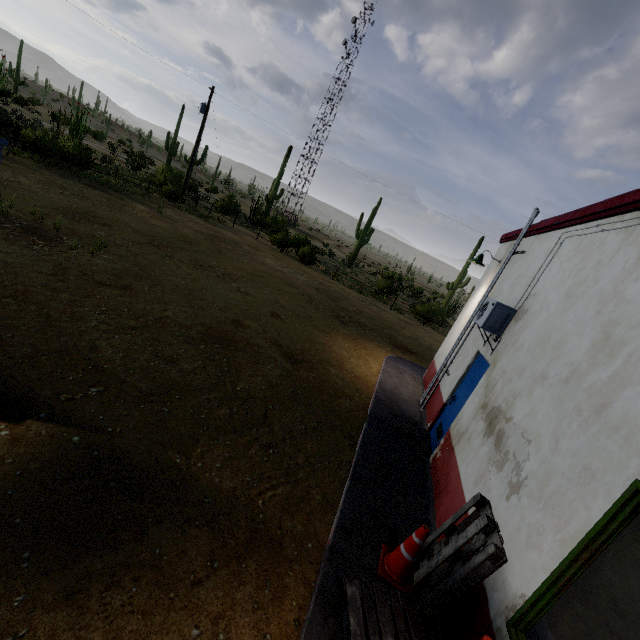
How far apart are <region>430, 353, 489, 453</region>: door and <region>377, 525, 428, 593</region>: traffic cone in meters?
2.7 m

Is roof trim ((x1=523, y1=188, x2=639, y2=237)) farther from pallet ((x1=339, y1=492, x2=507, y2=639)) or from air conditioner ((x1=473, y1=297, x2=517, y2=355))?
pallet ((x1=339, y1=492, x2=507, y2=639))

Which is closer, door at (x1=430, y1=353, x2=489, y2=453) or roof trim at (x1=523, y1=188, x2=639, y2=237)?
roof trim at (x1=523, y1=188, x2=639, y2=237)

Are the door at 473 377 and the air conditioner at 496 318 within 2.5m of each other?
yes

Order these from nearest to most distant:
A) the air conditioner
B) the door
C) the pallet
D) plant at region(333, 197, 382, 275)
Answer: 1. the pallet
2. the air conditioner
3. the door
4. plant at region(333, 197, 382, 275)

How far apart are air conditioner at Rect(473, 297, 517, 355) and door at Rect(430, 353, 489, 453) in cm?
24

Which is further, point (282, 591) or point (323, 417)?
point (323, 417)

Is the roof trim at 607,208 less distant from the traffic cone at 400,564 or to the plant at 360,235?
the traffic cone at 400,564
